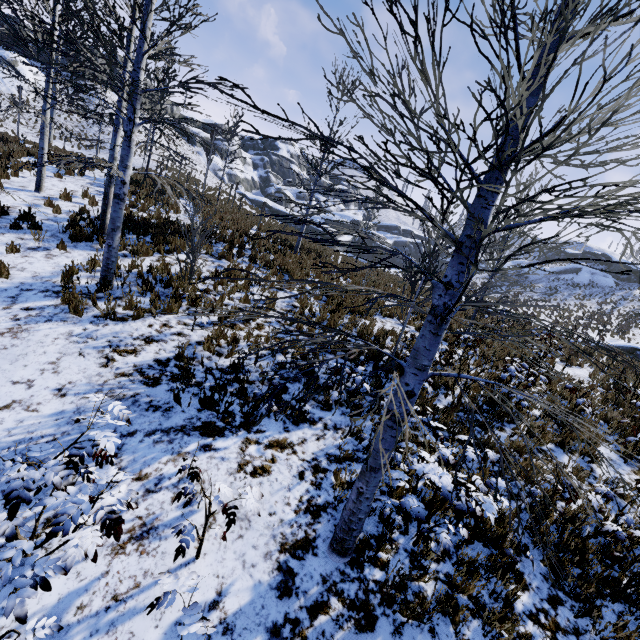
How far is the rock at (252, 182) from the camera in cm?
5353

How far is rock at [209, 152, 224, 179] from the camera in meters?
52.7

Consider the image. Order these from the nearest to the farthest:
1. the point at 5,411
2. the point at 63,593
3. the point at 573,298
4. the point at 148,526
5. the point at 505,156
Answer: the point at 505,156 < the point at 63,593 < the point at 148,526 < the point at 5,411 < the point at 573,298

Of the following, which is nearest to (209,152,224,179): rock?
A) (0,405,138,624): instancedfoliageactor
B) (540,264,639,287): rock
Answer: (540,264,639,287): rock

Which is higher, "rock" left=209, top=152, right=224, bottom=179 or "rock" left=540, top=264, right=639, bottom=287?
"rock" left=540, top=264, right=639, bottom=287

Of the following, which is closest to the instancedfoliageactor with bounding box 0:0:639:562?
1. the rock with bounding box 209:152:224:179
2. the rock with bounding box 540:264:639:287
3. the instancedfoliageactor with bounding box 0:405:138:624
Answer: the instancedfoliageactor with bounding box 0:405:138:624

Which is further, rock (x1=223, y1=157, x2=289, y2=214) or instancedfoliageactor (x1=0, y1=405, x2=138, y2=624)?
rock (x1=223, y1=157, x2=289, y2=214)
